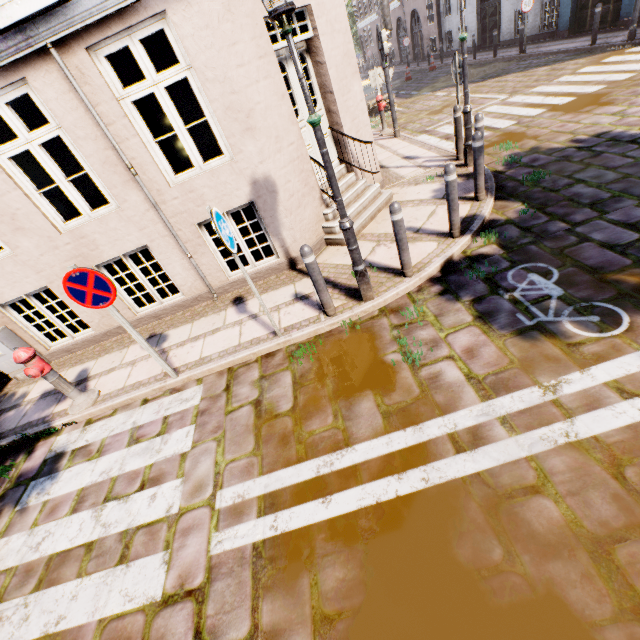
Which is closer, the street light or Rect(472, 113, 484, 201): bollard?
the street light

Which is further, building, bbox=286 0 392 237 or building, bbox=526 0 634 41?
building, bbox=526 0 634 41

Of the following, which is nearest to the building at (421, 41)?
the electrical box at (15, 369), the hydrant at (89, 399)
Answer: the electrical box at (15, 369)

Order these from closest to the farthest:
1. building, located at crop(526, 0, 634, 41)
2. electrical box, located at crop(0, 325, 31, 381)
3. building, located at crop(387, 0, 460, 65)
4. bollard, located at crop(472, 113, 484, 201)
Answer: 1. bollard, located at crop(472, 113, 484, 201)
2. electrical box, located at crop(0, 325, 31, 381)
3. building, located at crop(526, 0, 634, 41)
4. building, located at crop(387, 0, 460, 65)

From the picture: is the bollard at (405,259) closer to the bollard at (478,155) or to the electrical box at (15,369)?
the bollard at (478,155)

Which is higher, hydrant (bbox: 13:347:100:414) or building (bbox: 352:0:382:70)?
building (bbox: 352:0:382:70)

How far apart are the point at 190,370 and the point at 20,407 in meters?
3.6 m

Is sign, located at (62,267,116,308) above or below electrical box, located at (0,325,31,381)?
above
